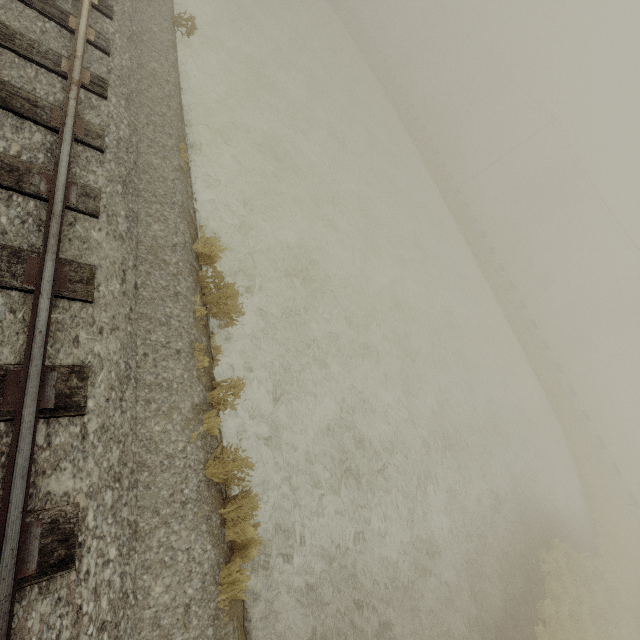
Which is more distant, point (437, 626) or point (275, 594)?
point (437, 626)
